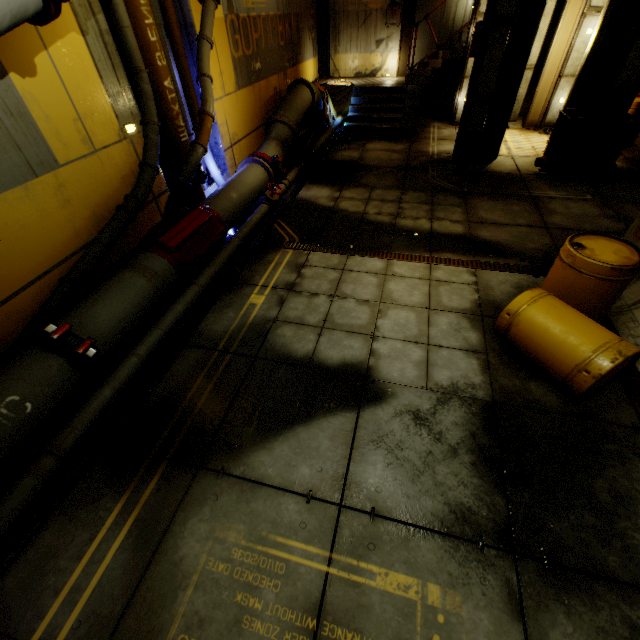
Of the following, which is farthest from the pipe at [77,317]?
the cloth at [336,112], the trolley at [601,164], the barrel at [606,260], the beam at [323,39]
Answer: the trolley at [601,164]

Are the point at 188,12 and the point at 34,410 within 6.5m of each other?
no

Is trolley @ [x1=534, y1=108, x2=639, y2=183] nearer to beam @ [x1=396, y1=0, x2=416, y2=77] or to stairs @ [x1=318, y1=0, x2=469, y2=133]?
stairs @ [x1=318, y1=0, x2=469, y2=133]

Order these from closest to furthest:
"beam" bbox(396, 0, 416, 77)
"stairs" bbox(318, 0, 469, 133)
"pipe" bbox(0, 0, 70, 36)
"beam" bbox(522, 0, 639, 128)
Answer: "pipe" bbox(0, 0, 70, 36)
"beam" bbox(522, 0, 639, 128)
"stairs" bbox(318, 0, 469, 133)
"beam" bbox(396, 0, 416, 77)

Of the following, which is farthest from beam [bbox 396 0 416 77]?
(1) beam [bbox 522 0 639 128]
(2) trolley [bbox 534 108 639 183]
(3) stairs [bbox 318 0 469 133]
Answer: (2) trolley [bbox 534 108 639 183]

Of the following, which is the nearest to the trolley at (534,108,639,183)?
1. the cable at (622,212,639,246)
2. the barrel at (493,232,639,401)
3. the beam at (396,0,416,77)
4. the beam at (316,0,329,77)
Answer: the cable at (622,212,639,246)

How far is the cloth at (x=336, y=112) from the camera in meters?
11.6

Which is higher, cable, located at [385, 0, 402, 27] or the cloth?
cable, located at [385, 0, 402, 27]
